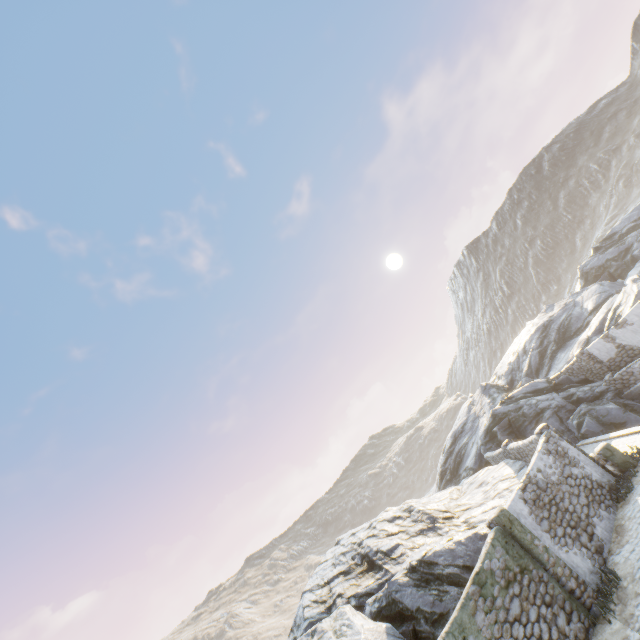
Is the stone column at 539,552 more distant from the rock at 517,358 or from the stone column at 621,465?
the stone column at 621,465

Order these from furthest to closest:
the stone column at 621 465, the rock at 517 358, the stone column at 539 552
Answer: the stone column at 621 465 < the rock at 517 358 < the stone column at 539 552

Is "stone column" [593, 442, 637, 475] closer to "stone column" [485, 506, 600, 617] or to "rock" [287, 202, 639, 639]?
"rock" [287, 202, 639, 639]

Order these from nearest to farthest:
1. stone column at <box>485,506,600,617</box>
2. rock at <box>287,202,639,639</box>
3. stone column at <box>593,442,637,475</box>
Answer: stone column at <box>485,506,600,617</box>, rock at <box>287,202,639,639</box>, stone column at <box>593,442,637,475</box>

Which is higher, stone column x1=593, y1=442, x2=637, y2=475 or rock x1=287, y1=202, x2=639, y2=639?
rock x1=287, y1=202, x2=639, y2=639

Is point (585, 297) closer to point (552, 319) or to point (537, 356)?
point (552, 319)

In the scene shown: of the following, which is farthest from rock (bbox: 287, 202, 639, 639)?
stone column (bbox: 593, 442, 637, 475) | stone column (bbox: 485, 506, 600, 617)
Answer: stone column (bbox: 593, 442, 637, 475)
